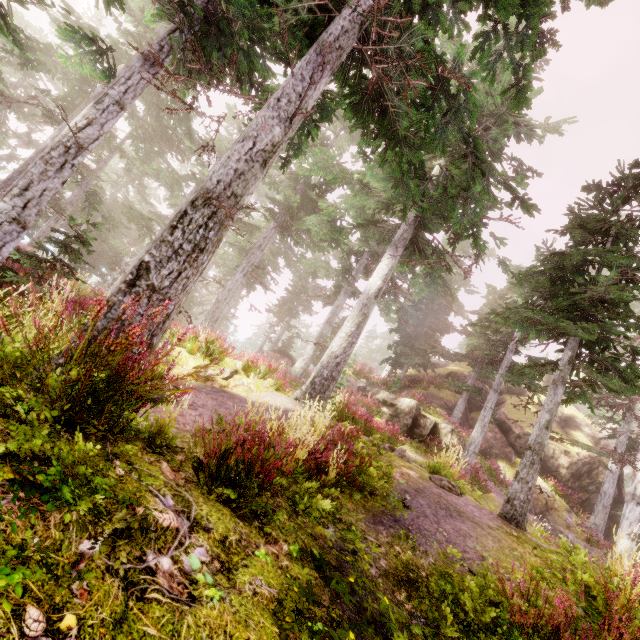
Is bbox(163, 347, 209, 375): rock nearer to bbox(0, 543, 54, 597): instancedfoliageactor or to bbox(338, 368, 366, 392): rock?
bbox(0, 543, 54, 597): instancedfoliageactor

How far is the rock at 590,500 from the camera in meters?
17.8

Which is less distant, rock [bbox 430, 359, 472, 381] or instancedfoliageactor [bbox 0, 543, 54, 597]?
instancedfoliageactor [bbox 0, 543, 54, 597]

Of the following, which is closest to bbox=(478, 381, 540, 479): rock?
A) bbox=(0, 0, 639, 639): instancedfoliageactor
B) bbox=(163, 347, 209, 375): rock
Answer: bbox=(0, 0, 639, 639): instancedfoliageactor

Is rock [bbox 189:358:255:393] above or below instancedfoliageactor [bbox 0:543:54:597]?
above

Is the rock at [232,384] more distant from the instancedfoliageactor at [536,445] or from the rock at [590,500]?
the rock at [590,500]

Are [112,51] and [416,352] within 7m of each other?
no
